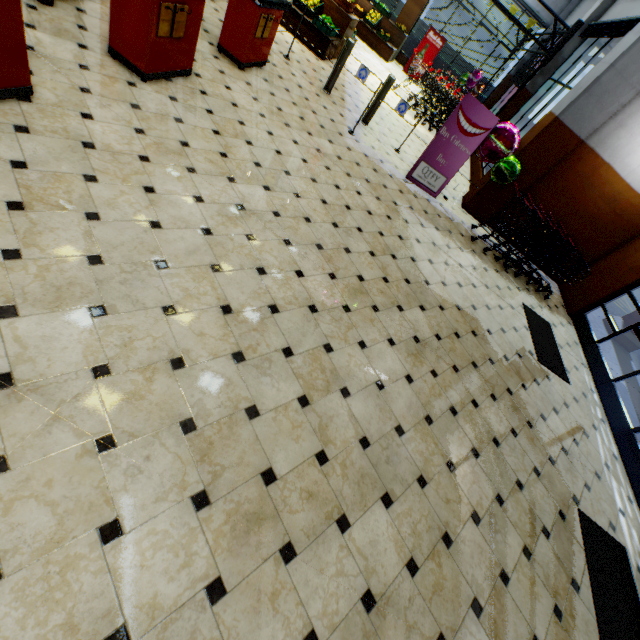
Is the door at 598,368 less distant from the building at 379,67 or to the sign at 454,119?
the building at 379,67

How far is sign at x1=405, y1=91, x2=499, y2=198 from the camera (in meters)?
5.89

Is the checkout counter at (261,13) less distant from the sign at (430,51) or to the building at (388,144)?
the building at (388,144)

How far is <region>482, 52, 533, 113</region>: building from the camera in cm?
1284

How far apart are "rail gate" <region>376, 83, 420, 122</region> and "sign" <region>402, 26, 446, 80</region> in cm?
942

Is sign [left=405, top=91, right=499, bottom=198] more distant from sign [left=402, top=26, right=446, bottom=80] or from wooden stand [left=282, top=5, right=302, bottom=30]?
sign [left=402, top=26, right=446, bottom=80]

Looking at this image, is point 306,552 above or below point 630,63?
below
